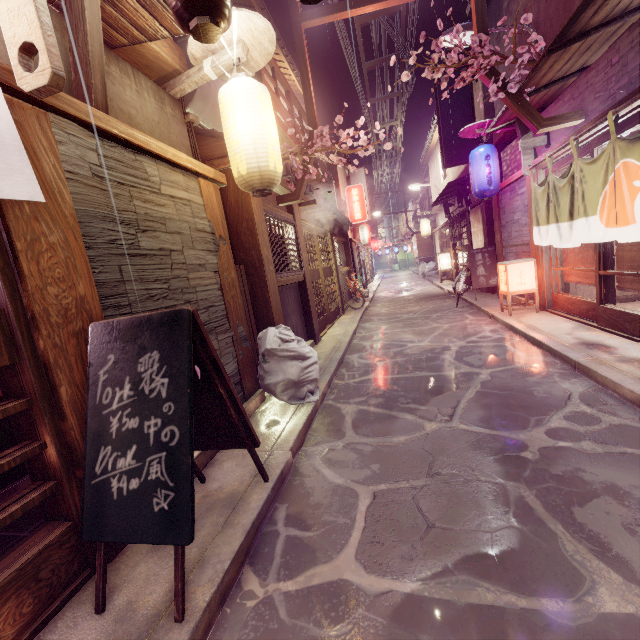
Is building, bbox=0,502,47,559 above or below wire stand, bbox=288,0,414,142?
below

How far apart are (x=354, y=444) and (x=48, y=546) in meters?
4.3

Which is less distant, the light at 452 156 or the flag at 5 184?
the flag at 5 184

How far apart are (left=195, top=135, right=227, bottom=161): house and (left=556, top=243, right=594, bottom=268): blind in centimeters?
1008cm

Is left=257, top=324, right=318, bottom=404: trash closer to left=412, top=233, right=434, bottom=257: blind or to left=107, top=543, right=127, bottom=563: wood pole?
left=107, top=543, right=127, bottom=563: wood pole

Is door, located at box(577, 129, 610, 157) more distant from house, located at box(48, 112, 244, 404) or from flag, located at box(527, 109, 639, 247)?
house, located at box(48, 112, 244, 404)

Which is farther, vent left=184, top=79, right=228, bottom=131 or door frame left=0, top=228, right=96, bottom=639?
vent left=184, top=79, right=228, bottom=131

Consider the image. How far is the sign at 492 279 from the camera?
16.8 meters
